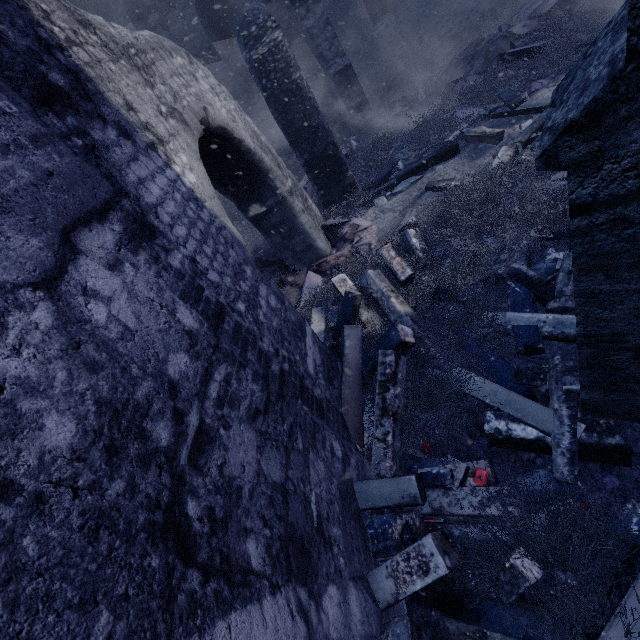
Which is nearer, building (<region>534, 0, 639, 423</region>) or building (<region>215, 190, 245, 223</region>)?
building (<region>534, 0, 639, 423</region>)

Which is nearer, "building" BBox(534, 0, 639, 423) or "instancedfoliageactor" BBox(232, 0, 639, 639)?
"building" BBox(534, 0, 639, 423)

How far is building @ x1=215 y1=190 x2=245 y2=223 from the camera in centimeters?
1136cm

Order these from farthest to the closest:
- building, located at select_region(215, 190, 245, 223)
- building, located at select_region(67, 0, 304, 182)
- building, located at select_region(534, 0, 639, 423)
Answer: building, located at select_region(215, 190, 245, 223)
building, located at select_region(67, 0, 304, 182)
building, located at select_region(534, 0, 639, 423)

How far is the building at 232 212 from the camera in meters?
11.4

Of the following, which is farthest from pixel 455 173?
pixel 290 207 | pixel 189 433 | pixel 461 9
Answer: pixel 461 9

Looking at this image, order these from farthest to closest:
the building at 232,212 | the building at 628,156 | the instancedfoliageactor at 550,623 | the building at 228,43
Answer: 1. the building at 232,212
2. the building at 228,43
3. the instancedfoliageactor at 550,623
4. the building at 628,156
